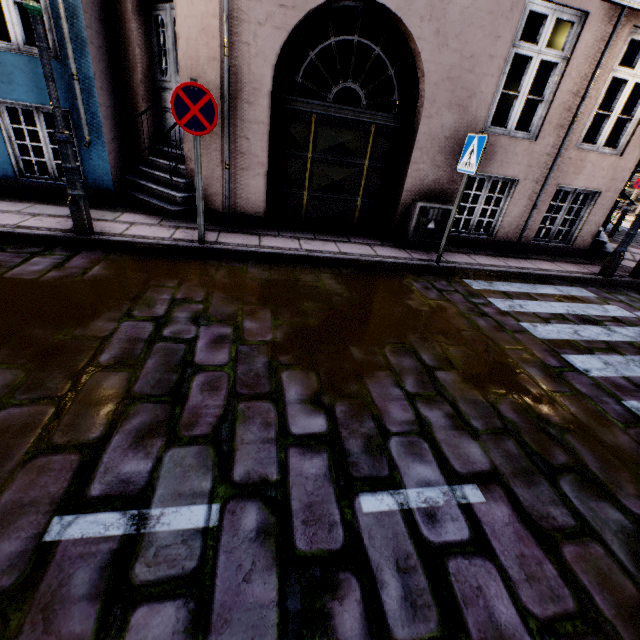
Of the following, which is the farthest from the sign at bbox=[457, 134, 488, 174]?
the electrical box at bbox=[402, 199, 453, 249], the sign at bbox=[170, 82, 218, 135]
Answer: the sign at bbox=[170, 82, 218, 135]

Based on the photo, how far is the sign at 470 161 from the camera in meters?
4.4 m

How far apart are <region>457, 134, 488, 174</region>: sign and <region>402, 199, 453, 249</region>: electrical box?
0.93m

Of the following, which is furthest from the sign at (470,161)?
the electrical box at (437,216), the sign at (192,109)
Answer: the sign at (192,109)

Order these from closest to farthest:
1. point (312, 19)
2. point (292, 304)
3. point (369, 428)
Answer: point (369, 428)
point (292, 304)
point (312, 19)

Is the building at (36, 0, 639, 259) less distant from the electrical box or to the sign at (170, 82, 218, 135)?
the electrical box

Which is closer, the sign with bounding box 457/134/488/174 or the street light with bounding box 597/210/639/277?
the sign with bounding box 457/134/488/174

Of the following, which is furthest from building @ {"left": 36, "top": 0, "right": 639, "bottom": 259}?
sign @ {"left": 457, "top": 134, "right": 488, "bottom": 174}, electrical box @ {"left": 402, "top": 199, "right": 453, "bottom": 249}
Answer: sign @ {"left": 457, "top": 134, "right": 488, "bottom": 174}
